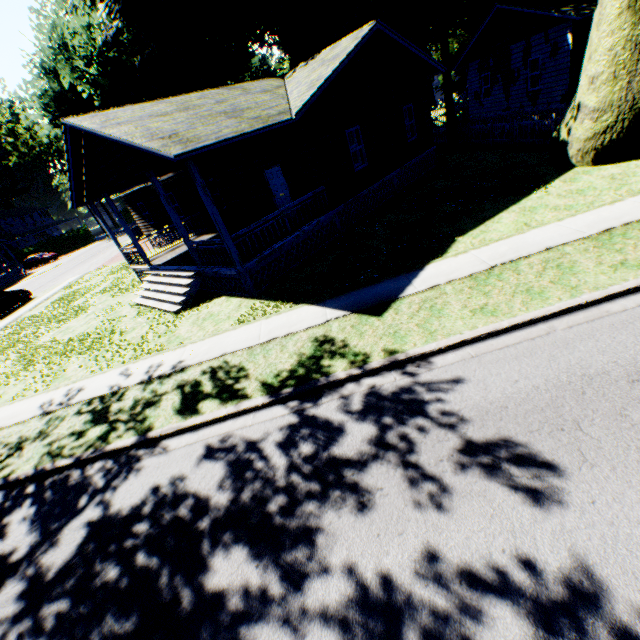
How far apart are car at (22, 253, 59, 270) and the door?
48.41m

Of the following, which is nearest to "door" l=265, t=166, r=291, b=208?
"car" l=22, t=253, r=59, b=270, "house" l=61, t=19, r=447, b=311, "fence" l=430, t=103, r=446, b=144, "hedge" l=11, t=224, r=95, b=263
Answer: "house" l=61, t=19, r=447, b=311

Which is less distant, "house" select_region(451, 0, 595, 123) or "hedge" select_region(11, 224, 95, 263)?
"house" select_region(451, 0, 595, 123)

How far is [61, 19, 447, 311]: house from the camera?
9.95m

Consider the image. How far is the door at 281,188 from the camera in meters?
13.6 m

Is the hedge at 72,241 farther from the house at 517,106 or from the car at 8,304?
the house at 517,106

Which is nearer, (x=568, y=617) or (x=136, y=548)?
(x=568, y=617)

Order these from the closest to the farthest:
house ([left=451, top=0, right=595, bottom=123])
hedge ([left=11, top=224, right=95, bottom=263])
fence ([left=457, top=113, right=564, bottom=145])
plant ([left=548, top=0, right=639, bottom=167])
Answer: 1. plant ([left=548, top=0, right=639, bottom=167])
2. fence ([left=457, top=113, right=564, bottom=145])
3. house ([left=451, top=0, right=595, bottom=123])
4. hedge ([left=11, top=224, right=95, bottom=263])
